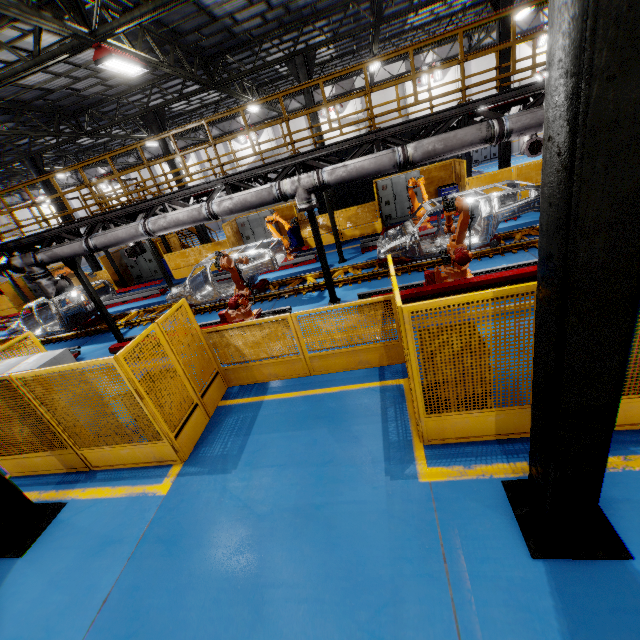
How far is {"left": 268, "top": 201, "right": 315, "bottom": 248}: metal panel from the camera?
16.25m

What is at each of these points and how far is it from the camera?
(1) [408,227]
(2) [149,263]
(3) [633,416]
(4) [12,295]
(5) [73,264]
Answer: (1) chassis, 10.4m
(2) cabinet, 19.9m
(3) metal panel, 4.0m
(4) metal panel, 21.1m
(5) metal pole, 10.3m

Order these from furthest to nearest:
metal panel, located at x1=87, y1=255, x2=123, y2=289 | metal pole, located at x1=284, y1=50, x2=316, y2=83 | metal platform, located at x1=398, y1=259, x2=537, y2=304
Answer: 1. metal panel, located at x1=87, y1=255, x2=123, y2=289
2. metal pole, located at x1=284, y1=50, x2=316, y2=83
3. metal platform, located at x1=398, y1=259, x2=537, y2=304

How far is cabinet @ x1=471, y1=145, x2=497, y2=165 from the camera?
26.89m

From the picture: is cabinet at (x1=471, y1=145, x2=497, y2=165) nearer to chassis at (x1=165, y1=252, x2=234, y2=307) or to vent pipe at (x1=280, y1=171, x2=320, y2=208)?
chassis at (x1=165, y1=252, x2=234, y2=307)

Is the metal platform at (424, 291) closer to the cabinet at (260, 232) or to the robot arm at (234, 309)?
the robot arm at (234, 309)

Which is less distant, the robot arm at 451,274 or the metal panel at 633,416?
the metal panel at 633,416

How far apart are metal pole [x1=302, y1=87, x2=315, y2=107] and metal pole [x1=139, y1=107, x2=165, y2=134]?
6.17m
